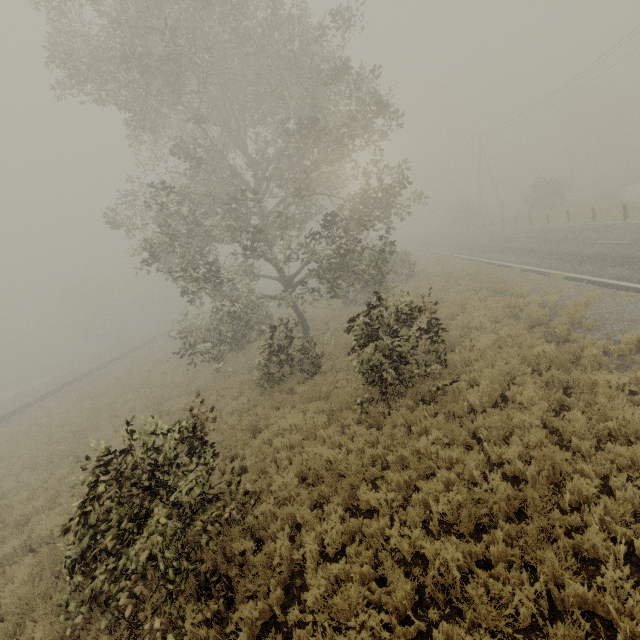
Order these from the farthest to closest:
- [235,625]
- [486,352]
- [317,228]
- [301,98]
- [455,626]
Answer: [317,228] → [301,98] → [486,352] → [235,625] → [455,626]

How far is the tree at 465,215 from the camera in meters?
48.1

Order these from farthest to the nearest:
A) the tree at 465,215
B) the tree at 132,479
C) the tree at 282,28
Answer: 1. the tree at 465,215
2. the tree at 282,28
3. the tree at 132,479

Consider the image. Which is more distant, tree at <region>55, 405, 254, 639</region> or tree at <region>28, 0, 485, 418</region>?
tree at <region>28, 0, 485, 418</region>

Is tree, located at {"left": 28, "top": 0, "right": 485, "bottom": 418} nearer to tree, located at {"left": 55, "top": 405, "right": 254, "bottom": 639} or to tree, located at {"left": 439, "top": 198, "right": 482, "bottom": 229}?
tree, located at {"left": 55, "top": 405, "right": 254, "bottom": 639}

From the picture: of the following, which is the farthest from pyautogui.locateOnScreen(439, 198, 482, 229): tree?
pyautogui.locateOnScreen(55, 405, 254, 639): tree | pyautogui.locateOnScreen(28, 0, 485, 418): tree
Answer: pyautogui.locateOnScreen(55, 405, 254, 639): tree

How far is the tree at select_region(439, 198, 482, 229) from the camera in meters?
48.1 m
